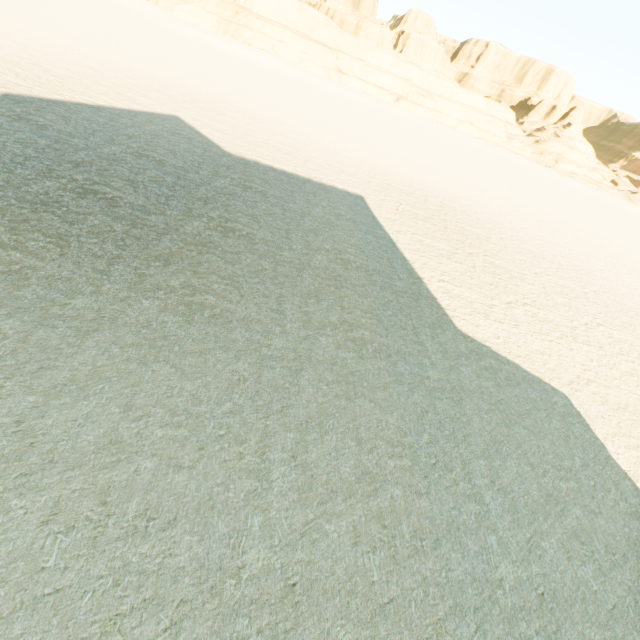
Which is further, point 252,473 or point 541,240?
point 541,240
